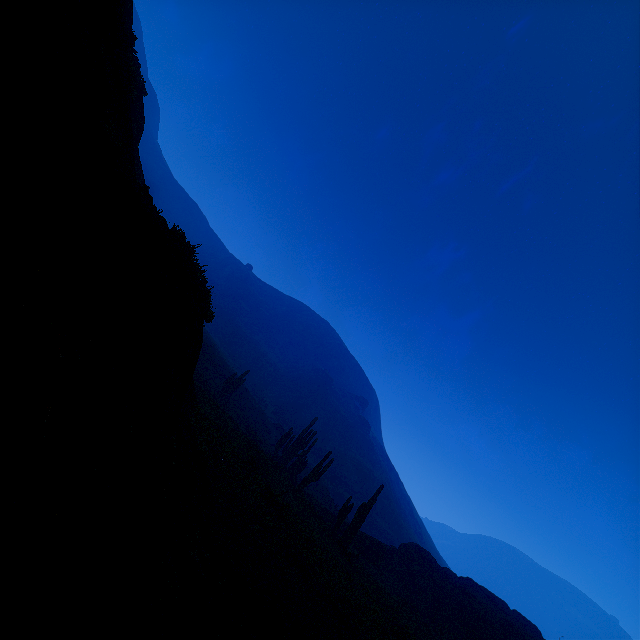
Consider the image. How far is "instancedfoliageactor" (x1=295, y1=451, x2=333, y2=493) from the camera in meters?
21.8 m

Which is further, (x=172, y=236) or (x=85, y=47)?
(x=172, y=236)

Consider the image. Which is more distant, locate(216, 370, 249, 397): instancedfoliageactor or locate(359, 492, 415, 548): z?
locate(359, 492, 415, 548): z

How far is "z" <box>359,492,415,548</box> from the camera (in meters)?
50.47

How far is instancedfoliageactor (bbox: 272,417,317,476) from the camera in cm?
2734

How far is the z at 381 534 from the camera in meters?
50.5 m

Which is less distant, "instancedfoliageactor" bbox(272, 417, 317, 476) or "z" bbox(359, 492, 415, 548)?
"instancedfoliageactor" bbox(272, 417, 317, 476)

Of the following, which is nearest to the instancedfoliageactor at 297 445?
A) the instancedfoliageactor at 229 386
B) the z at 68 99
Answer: the z at 68 99
